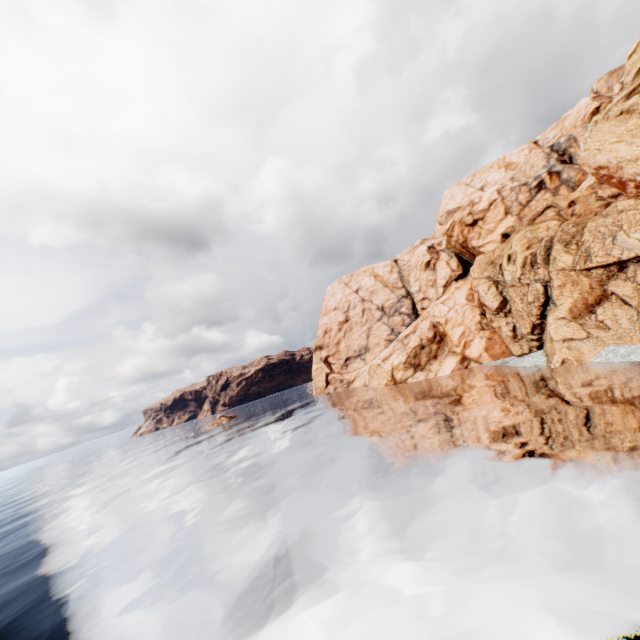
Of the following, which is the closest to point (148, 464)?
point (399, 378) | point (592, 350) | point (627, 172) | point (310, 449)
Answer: point (310, 449)
